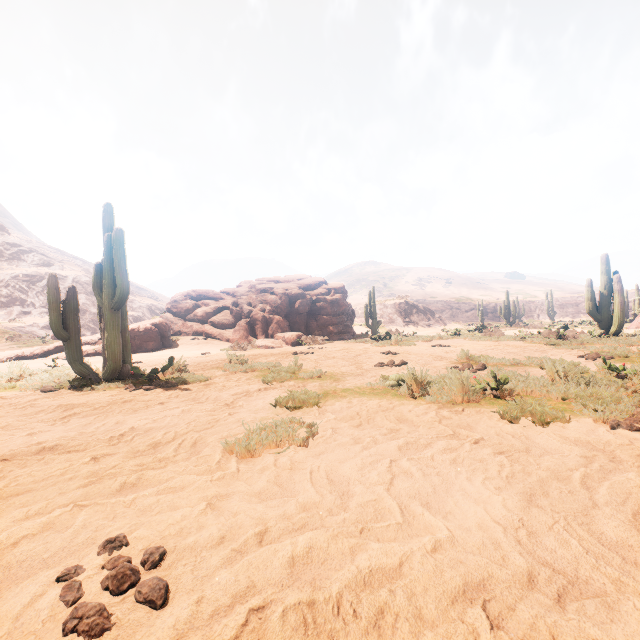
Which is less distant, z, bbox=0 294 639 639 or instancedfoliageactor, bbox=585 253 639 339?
z, bbox=0 294 639 639

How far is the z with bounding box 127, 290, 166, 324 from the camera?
43.7 meters

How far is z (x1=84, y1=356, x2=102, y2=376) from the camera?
7.51m

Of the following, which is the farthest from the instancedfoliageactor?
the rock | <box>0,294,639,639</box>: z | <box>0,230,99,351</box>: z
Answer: <box>0,230,99,351</box>: z

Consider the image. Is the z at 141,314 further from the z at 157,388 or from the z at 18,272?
the z at 157,388

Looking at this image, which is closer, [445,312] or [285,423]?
[285,423]

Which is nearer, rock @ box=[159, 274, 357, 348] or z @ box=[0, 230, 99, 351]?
rock @ box=[159, 274, 357, 348]

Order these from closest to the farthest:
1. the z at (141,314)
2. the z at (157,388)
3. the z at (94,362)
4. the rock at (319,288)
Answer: A: the z at (157,388) → the z at (94,362) → the rock at (319,288) → the z at (141,314)
